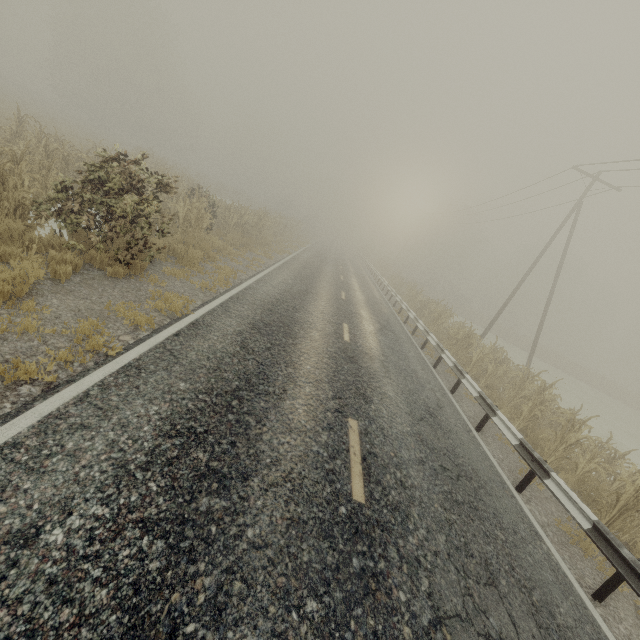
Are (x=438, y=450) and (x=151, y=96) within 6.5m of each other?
no

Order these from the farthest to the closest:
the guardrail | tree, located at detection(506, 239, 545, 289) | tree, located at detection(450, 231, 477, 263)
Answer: tree, located at detection(450, 231, 477, 263) < tree, located at detection(506, 239, 545, 289) < the guardrail

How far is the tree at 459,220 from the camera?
39.78m

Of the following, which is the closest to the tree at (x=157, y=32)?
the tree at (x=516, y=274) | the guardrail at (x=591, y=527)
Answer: the guardrail at (x=591, y=527)

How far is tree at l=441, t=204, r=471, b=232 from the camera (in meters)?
39.78

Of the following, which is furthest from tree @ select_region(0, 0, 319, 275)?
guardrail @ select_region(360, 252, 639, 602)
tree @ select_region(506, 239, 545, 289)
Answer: tree @ select_region(506, 239, 545, 289)

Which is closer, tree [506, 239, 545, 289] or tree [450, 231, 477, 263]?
tree [506, 239, 545, 289]
